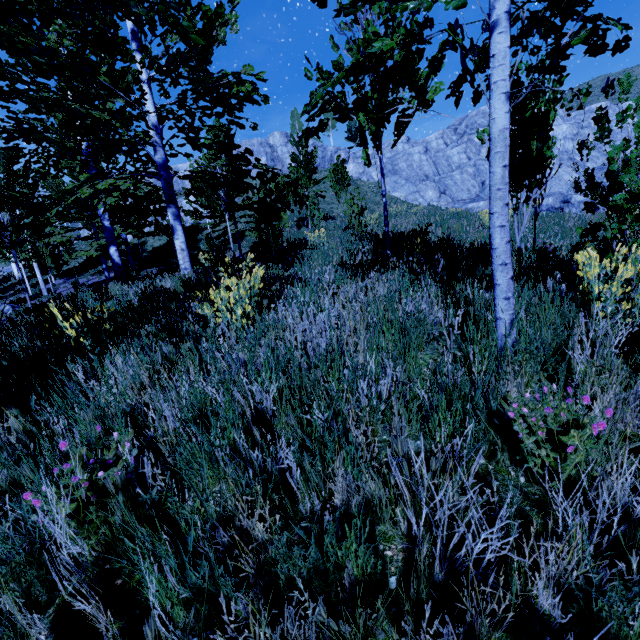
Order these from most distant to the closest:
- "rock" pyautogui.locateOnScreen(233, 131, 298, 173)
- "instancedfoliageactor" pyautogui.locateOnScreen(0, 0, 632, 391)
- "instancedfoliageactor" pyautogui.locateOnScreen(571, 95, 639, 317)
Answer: "rock" pyautogui.locateOnScreen(233, 131, 298, 173) < "instancedfoliageactor" pyautogui.locateOnScreen(571, 95, 639, 317) < "instancedfoliageactor" pyautogui.locateOnScreen(0, 0, 632, 391)

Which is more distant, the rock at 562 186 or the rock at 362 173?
the rock at 362 173

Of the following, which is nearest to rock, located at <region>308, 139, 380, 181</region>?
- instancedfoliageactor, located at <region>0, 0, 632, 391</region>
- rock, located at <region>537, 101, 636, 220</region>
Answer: rock, located at <region>537, 101, 636, 220</region>

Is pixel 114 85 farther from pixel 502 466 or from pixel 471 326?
pixel 502 466

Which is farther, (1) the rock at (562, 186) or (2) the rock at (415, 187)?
(2) the rock at (415, 187)

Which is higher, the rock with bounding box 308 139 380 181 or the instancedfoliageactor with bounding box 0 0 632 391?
the rock with bounding box 308 139 380 181

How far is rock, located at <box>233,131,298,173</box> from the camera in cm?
4016

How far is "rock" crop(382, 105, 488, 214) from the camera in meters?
38.8
